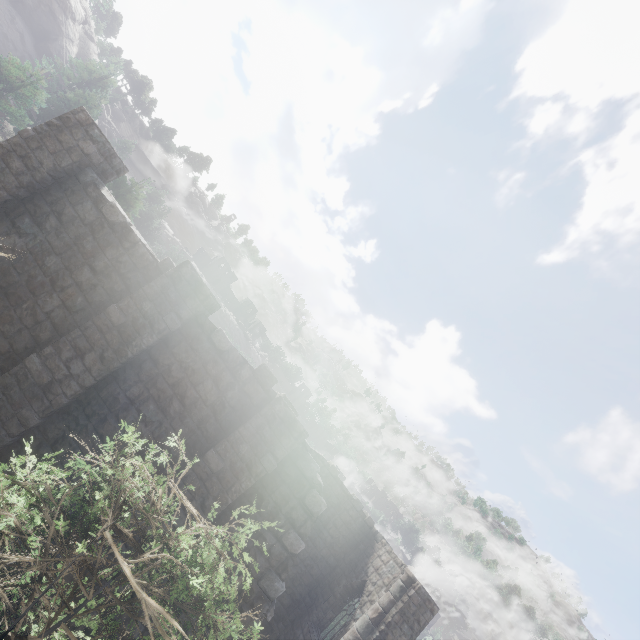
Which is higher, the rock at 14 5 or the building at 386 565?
the rock at 14 5

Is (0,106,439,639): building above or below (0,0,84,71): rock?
below

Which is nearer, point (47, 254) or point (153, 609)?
point (153, 609)

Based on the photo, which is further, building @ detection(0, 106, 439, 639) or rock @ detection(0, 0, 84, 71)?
rock @ detection(0, 0, 84, 71)

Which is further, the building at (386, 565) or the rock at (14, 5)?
the rock at (14, 5)
